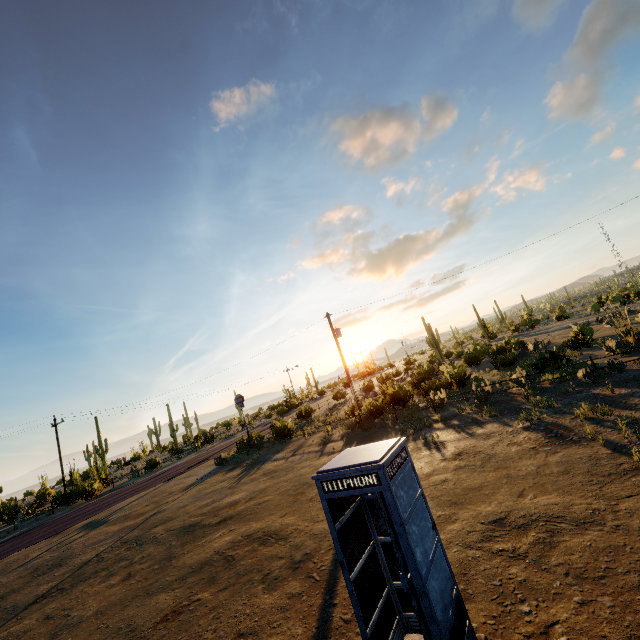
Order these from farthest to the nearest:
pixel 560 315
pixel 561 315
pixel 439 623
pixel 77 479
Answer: pixel 560 315
pixel 561 315
pixel 77 479
pixel 439 623
